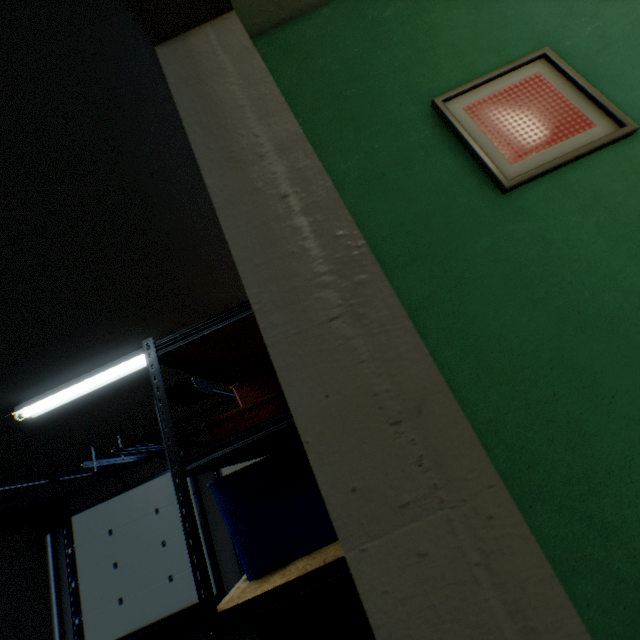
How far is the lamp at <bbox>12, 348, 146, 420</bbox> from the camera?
2.3m

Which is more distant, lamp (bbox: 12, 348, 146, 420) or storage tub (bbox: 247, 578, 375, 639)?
lamp (bbox: 12, 348, 146, 420)

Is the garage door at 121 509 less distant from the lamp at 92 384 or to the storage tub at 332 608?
the lamp at 92 384

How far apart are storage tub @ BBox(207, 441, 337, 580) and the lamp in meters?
1.2

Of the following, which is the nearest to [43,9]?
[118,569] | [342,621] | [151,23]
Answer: [151,23]

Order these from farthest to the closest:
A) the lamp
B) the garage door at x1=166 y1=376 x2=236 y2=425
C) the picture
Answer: the garage door at x1=166 y1=376 x2=236 y2=425 → the lamp → the picture

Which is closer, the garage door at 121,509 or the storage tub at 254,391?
the storage tub at 254,391

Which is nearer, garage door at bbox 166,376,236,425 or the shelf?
the shelf
